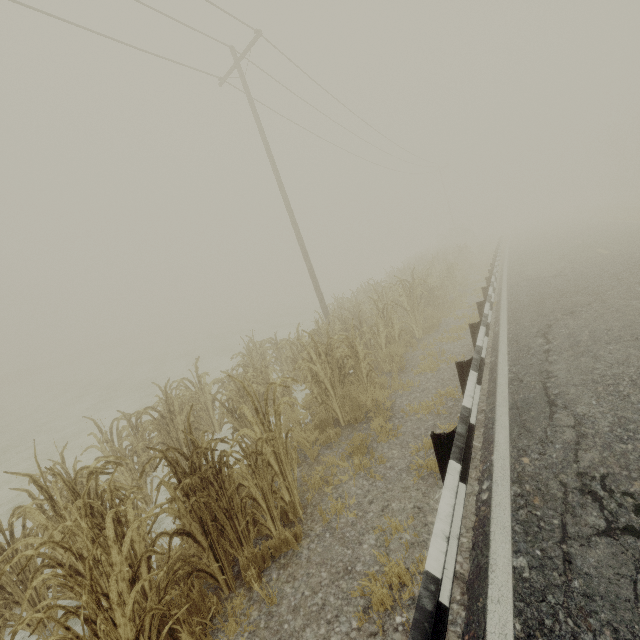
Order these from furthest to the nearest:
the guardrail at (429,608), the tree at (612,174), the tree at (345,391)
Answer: the tree at (612,174), the tree at (345,391), the guardrail at (429,608)

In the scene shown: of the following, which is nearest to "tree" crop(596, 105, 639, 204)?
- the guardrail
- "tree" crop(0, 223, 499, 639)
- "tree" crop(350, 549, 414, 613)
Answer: the guardrail

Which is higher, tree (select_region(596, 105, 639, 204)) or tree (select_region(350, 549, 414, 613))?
tree (select_region(596, 105, 639, 204))

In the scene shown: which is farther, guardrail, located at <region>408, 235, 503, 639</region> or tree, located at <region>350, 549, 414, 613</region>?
tree, located at <region>350, 549, 414, 613</region>

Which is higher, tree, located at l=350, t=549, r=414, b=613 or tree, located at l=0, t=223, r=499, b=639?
tree, located at l=0, t=223, r=499, b=639

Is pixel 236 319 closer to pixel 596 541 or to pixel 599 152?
pixel 596 541

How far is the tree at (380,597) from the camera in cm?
265

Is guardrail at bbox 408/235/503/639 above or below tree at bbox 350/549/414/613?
above
